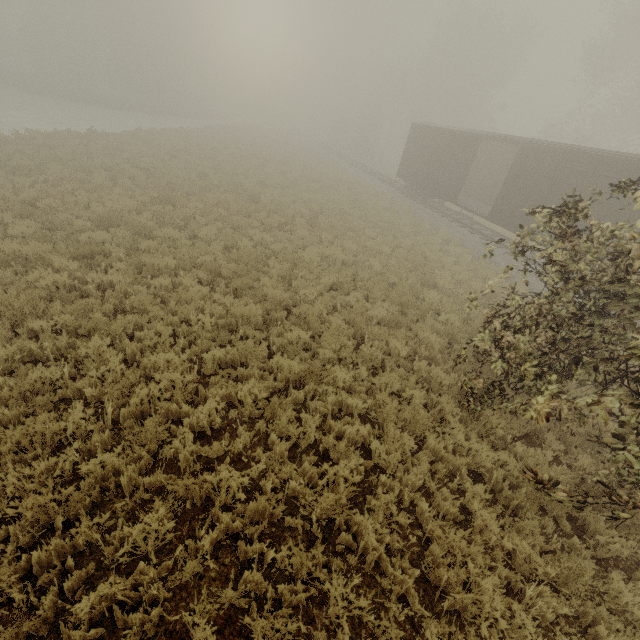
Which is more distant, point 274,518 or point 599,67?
point 599,67

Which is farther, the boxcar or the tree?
the tree

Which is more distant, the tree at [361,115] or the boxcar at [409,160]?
the tree at [361,115]
